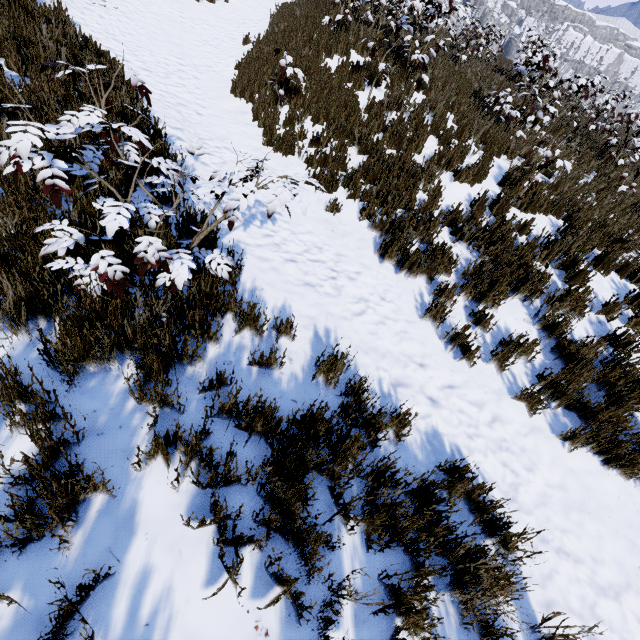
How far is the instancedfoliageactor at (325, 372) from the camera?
2.8m

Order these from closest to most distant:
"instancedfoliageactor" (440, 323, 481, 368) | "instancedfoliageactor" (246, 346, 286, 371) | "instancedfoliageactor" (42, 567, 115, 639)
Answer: "instancedfoliageactor" (42, 567, 115, 639) → "instancedfoliageactor" (246, 346, 286, 371) → "instancedfoliageactor" (440, 323, 481, 368)

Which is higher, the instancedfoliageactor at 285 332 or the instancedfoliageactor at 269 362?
the instancedfoliageactor at 269 362

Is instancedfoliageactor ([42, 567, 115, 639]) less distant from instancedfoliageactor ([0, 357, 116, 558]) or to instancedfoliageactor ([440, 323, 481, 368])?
instancedfoliageactor ([0, 357, 116, 558])

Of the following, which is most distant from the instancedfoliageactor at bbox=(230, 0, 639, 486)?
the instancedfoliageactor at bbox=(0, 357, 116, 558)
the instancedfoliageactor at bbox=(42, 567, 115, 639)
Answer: the instancedfoliageactor at bbox=(0, 357, 116, 558)

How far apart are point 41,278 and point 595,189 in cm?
959

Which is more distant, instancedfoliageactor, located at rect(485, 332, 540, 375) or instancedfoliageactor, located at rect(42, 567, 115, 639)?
instancedfoliageactor, located at rect(485, 332, 540, 375)
